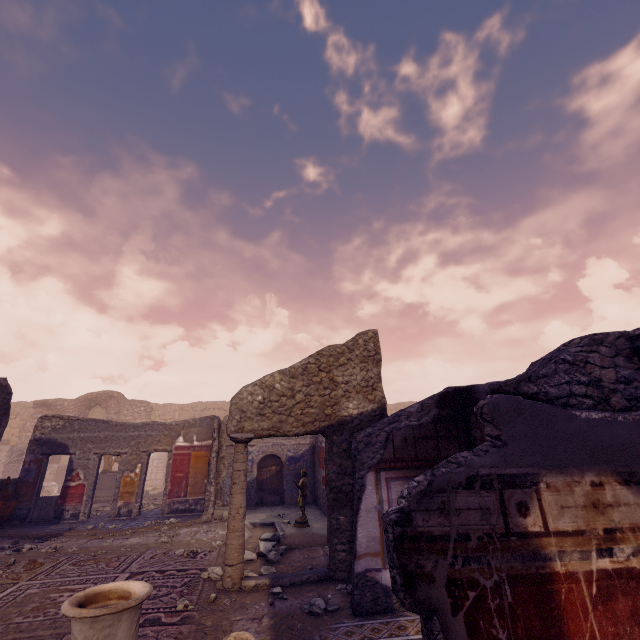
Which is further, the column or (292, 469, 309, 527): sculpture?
(292, 469, 309, 527): sculpture

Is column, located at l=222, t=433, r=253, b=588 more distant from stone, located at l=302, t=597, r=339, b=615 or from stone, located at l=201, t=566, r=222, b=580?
stone, located at l=302, t=597, r=339, b=615

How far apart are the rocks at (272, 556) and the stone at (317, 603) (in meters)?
1.69

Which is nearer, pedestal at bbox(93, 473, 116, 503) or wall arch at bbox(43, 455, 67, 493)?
pedestal at bbox(93, 473, 116, 503)

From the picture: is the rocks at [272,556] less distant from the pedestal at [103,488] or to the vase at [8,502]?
the vase at [8,502]

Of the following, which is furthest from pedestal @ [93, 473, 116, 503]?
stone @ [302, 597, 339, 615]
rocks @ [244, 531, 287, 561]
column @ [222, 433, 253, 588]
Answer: stone @ [302, 597, 339, 615]

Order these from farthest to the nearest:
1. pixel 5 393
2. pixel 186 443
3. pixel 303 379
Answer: pixel 186 443 → pixel 5 393 → pixel 303 379

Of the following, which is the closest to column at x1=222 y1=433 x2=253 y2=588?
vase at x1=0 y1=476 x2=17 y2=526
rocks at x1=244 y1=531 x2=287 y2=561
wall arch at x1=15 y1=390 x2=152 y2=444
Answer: rocks at x1=244 y1=531 x2=287 y2=561
